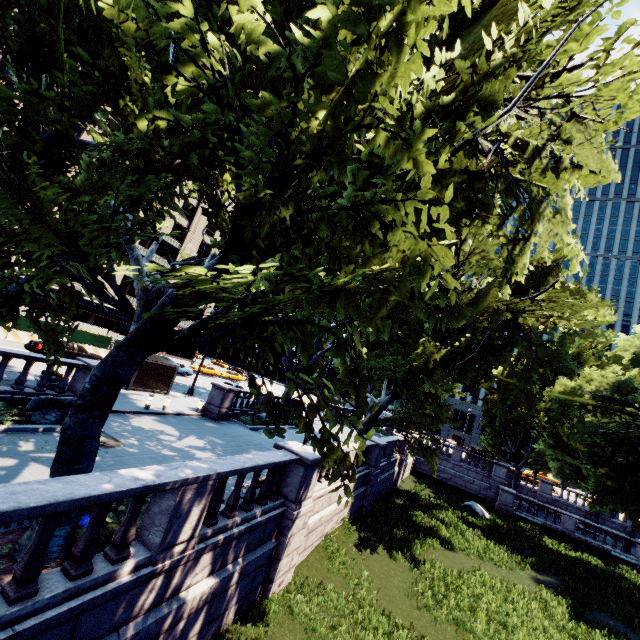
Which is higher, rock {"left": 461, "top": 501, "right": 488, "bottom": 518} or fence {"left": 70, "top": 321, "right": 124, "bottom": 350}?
fence {"left": 70, "top": 321, "right": 124, "bottom": 350}

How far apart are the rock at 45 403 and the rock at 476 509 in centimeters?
2909cm

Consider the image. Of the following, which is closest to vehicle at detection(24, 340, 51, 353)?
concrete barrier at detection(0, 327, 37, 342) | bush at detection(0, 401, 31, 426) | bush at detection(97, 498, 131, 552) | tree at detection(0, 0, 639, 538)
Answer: concrete barrier at detection(0, 327, 37, 342)

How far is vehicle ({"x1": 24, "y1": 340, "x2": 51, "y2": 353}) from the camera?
21.8m

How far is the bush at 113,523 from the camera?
6.3m

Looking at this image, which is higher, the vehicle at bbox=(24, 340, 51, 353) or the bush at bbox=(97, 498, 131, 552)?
the vehicle at bbox=(24, 340, 51, 353)

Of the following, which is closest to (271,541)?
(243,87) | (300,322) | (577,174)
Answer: (300,322)

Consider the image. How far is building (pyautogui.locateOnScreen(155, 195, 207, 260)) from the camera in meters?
52.3
